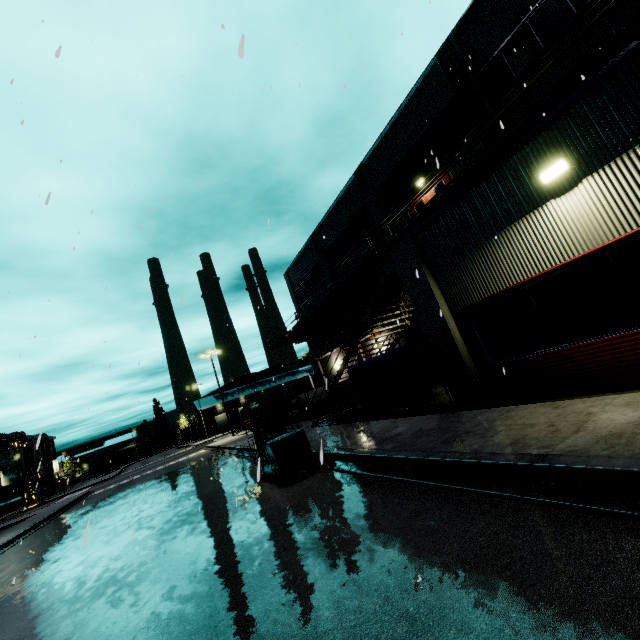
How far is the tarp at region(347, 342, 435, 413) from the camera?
10.12m

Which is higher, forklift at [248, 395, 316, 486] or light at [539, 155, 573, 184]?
light at [539, 155, 573, 184]

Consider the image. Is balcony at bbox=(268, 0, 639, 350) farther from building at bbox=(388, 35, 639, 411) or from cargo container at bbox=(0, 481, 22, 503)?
cargo container at bbox=(0, 481, 22, 503)

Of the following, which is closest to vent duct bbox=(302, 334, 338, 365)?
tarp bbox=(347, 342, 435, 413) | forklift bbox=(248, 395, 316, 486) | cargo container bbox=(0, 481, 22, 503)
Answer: forklift bbox=(248, 395, 316, 486)

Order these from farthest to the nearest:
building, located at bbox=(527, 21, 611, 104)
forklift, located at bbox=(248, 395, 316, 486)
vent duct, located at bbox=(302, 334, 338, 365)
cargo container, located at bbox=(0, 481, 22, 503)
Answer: cargo container, located at bbox=(0, 481, 22, 503) < vent duct, located at bbox=(302, 334, 338, 365) < building, located at bbox=(527, 21, 611, 104) < forklift, located at bbox=(248, 395, 316, 486)

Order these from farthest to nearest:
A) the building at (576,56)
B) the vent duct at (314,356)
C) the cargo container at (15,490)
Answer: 1. the cargo container at (15,490)
2. the vent duct at (314,356)
3. the building at (576,56)

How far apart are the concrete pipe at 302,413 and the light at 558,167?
20.7m

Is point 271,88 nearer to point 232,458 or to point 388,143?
point 388,143
